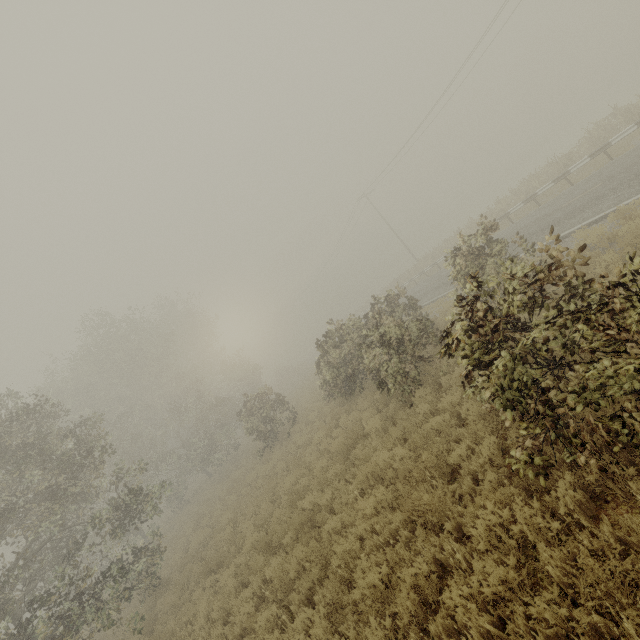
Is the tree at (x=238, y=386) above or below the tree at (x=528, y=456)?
above

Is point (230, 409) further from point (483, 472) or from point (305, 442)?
point (483, 472)

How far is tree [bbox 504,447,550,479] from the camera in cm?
440

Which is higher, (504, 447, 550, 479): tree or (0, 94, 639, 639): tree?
(0, 94, 639, 639): tree

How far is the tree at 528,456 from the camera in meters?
4.4 m
